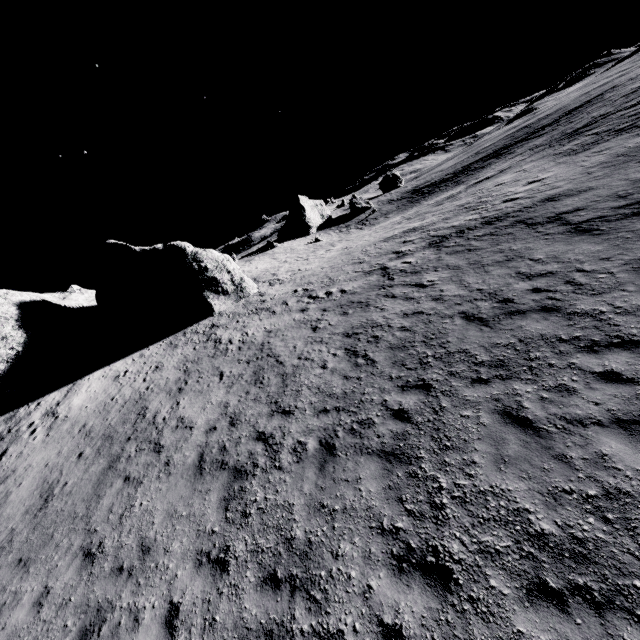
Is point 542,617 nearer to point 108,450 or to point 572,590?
point 572,590
